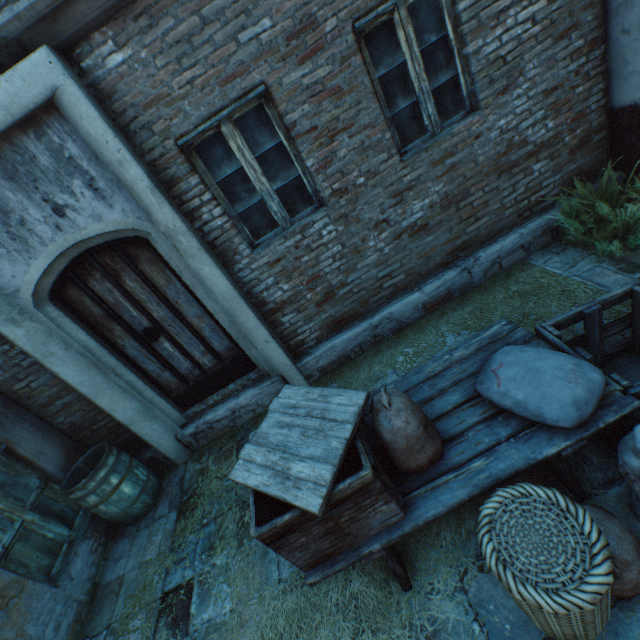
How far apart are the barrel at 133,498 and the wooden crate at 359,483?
2.6m

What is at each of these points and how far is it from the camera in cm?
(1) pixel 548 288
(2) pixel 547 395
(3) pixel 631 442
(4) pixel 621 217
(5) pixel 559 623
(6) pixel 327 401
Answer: (1) straw, 376
(2) burlap sack, 193
(3) ceramic pot, 174
(4) plants, 357
(5) wicker basket, 138
(6) wooden crate lid, 214

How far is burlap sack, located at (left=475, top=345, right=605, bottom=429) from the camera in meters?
1.9

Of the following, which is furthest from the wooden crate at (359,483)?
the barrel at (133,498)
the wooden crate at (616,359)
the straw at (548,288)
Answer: the barrel at (133,498)

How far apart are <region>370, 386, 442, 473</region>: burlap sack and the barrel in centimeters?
359cm

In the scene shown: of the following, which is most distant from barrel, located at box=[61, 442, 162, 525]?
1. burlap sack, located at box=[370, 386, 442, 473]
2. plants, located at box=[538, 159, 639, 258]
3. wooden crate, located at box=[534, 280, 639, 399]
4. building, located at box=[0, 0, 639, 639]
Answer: plants, located at box=[538, 159, 639, 258]

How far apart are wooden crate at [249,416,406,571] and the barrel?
2.6m
